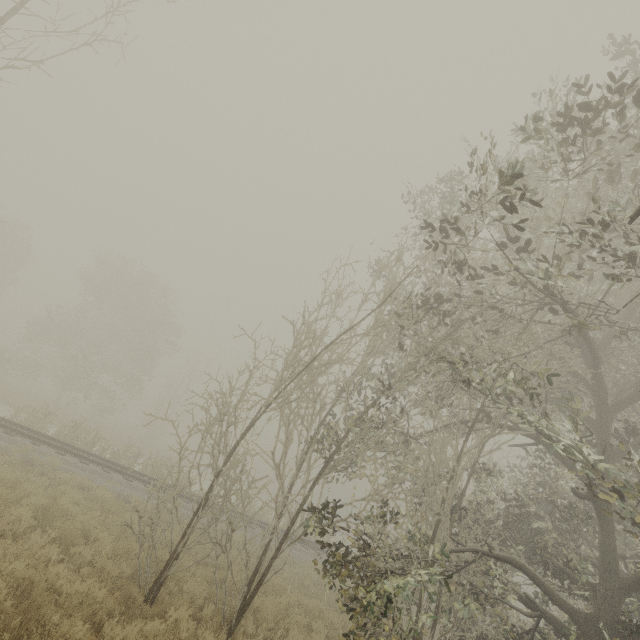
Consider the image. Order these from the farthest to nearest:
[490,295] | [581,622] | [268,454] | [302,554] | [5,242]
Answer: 1. [5,242]
2. [302,554]
3. [490,295]
4. [268,454]
5. [581,622]

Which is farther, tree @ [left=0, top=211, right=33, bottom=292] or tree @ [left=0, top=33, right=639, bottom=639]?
tree @ [left=0, top=211, right=33, bottom=292]

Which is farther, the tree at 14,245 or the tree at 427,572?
the tree at 14,245
